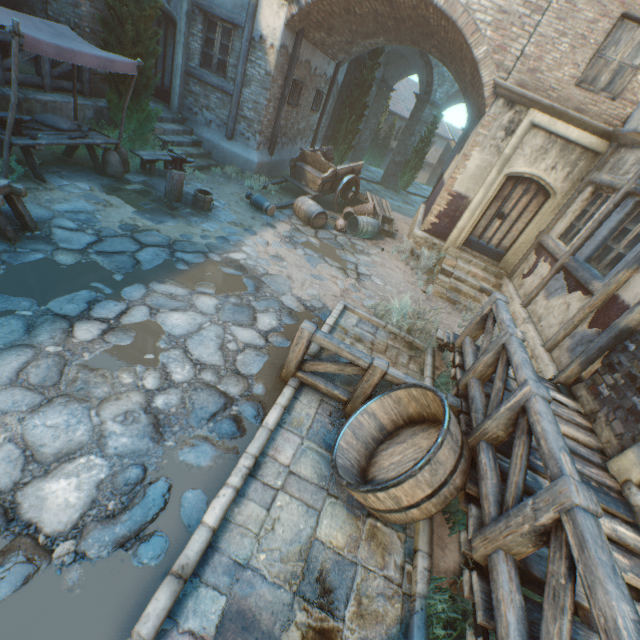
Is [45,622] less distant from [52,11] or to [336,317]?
[336,317]

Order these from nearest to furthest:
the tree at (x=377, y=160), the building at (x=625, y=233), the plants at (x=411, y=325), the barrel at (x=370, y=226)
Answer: the building at (x=625, y=233) → the plants at (x=411, y=325) → the barrel at (x=370, y=226) → the tree at (x=377, y=160)

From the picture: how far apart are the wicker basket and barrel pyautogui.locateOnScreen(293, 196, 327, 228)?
1.57m

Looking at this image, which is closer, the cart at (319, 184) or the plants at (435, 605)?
the plants at (435, 605)

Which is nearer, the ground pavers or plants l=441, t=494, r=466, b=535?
plants l=441, t=494, r=466, b=535

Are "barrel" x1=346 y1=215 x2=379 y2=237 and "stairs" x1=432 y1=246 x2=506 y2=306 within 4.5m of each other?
yes

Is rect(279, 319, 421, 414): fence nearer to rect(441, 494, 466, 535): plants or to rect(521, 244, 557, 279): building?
rect(441, 494, 466, 535): plants

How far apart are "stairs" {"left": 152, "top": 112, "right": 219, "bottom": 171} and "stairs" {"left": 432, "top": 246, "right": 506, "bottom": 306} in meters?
8.0
